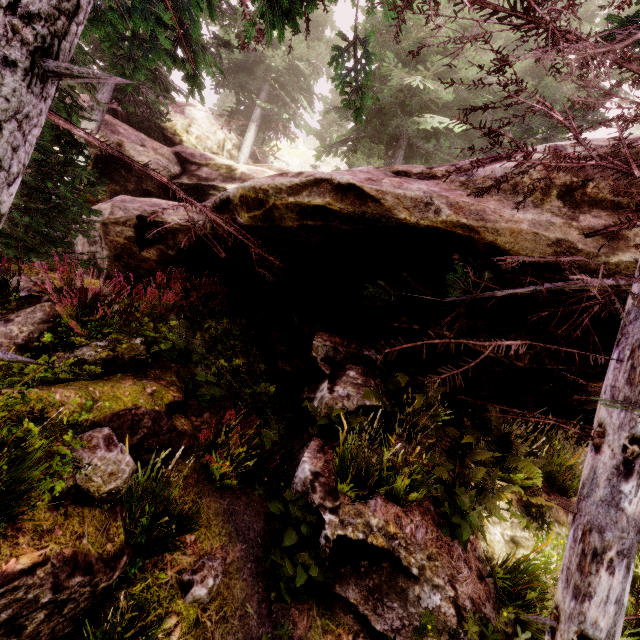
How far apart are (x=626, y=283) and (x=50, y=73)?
4.6 meters

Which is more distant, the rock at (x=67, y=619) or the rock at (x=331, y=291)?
the rock at (x=331, y=291)

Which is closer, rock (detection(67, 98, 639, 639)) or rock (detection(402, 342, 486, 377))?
rock (detection(67, 98, 639, 639))

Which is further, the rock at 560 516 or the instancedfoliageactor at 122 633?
the rock at 560 516

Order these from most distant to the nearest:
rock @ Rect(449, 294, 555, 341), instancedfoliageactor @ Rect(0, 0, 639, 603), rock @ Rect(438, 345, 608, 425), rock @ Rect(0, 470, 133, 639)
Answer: rock @ Rect(438, 345, 608, 425)
rock @ Rect(449, 294, 555, 341)
rock @ Rect(0, 470, 133, 639)
instancedfoliageactor @ Rect(0, 0, 639, 603)

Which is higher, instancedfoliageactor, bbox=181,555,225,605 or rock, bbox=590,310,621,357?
rock, bbox=590,310,621,357

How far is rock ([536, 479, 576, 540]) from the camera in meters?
5.8 m
